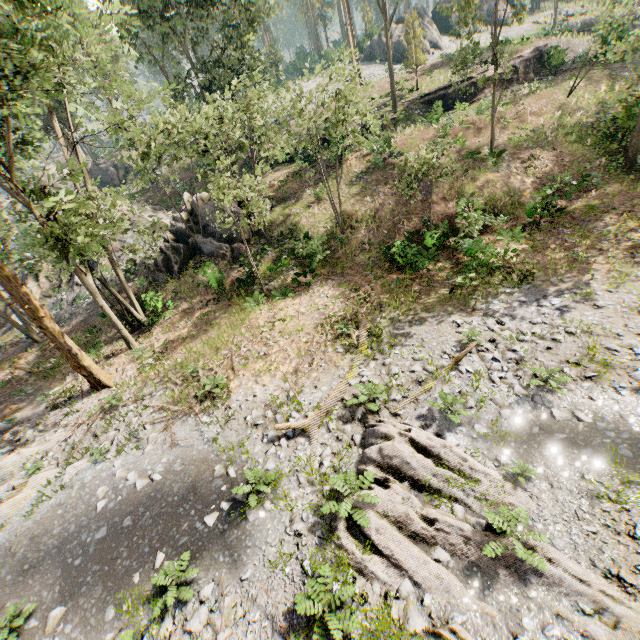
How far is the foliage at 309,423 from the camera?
10.8m

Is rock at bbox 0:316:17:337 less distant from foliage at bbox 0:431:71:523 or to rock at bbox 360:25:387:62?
foliage at bbox 0:431:71:523

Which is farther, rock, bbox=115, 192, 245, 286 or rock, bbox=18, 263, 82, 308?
rock, bbox=18, 263, 82, 308

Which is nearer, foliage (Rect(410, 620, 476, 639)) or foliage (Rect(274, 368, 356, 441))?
foliage (Rect(410, 620, 476, 639))

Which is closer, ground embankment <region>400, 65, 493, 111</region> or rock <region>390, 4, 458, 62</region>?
ground embankment <region>400, 65, 493, 111</region>

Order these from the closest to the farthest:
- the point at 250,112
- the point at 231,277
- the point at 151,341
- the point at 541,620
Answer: the point at 541,620
the point at 250,112
the point at 151,341
the point at 231,277

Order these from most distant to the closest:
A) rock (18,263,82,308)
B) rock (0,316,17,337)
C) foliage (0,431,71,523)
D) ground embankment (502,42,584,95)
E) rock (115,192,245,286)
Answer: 1. ground embankment (502,42,584,95)
2. rock (0,316,17,337)
3. rock (18,263,82,308)
4. rock (115,192,245,286)
5. foliage (0,431,71,523)

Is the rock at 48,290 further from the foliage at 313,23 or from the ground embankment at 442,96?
the ground embankment at 442,96
